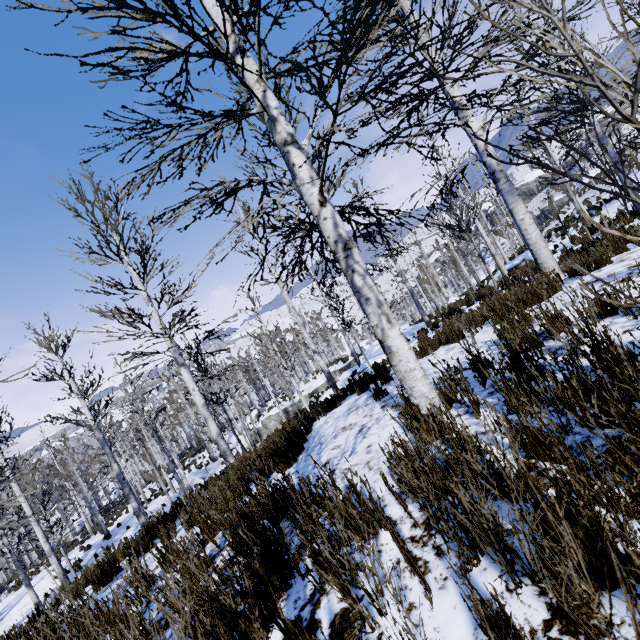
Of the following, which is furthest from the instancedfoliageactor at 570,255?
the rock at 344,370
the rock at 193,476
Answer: the rock at 193,476

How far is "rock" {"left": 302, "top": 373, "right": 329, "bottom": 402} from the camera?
29.0 meters

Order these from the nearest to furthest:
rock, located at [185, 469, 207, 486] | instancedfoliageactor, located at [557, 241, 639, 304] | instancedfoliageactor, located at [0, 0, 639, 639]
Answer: instancedfoliageactor, located at [557, 241, 639, 304], instancedfoliageactor, located at [0, 0, 639, 639], rock, located at [185, 469, 207, 486]

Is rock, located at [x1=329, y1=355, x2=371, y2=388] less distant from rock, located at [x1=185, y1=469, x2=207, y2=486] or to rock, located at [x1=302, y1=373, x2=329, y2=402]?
rock, located at [x1=302, y1=373, x2=329, y2=402]

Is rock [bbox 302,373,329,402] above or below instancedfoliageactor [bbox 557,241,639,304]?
below

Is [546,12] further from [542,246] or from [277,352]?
[277,352]

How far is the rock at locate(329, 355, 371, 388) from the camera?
17.7 meters

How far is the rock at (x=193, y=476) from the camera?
24.7m
